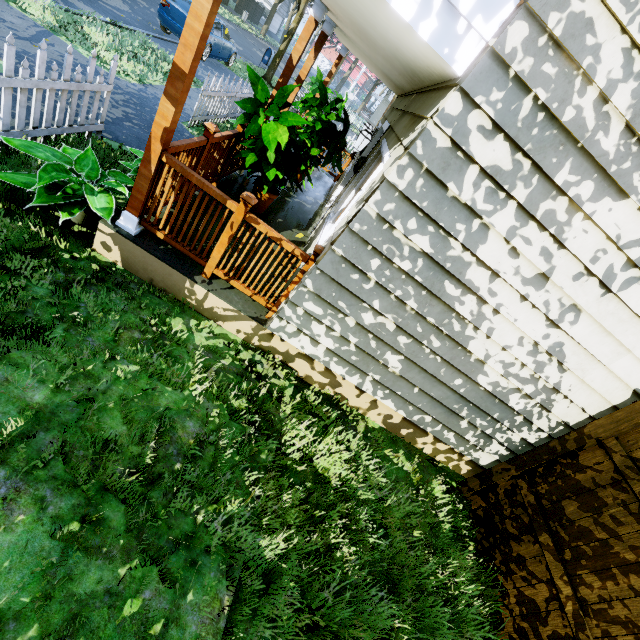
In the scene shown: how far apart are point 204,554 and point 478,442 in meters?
3.5 m

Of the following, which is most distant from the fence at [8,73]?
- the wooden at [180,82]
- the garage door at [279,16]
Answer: the garage door at [279,16]

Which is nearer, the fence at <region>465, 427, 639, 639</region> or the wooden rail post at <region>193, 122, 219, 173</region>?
the fence at <region>465, 427, 639, 639</region>

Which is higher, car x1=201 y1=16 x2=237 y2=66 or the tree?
the tree

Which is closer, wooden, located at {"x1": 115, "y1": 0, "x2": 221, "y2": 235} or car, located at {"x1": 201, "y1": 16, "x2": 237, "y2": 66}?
wooden, located at {"x1": 115, "y1": 0, "x2": 221, "y2": 235}

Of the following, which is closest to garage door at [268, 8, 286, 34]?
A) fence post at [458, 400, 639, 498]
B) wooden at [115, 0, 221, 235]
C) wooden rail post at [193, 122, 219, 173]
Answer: wooden rail post at [193, 122, 219, 173]

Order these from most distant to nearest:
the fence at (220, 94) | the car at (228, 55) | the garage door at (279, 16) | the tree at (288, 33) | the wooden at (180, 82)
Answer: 1. the garage door at (279, 16)
2. the tree at (288, 33)
3. the car at (228, 55)
4. the fence at (220, 94)
5. the wooden at (180, 82)

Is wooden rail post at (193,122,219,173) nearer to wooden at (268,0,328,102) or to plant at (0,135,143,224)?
plant at (0,135,143,224)
